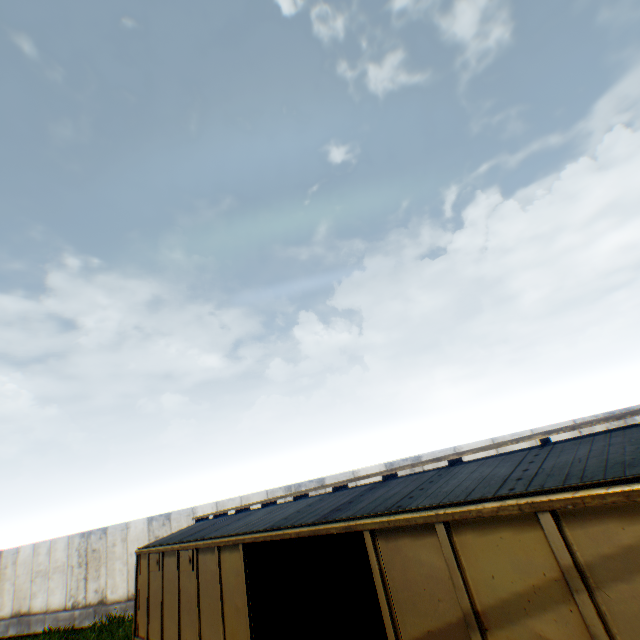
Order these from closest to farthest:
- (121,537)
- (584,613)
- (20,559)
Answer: (584,613)
(121,537)
(20,559)
